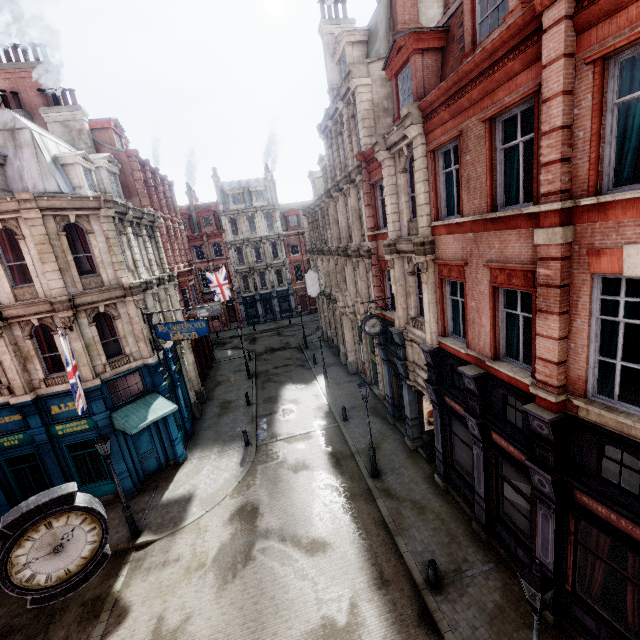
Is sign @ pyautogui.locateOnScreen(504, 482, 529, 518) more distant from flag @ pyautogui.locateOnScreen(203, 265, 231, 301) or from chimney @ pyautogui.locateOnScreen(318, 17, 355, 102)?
flag @ pyautogui.locateOnScreen(203, 265, 231, 301)

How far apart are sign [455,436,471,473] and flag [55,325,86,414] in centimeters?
1315cm

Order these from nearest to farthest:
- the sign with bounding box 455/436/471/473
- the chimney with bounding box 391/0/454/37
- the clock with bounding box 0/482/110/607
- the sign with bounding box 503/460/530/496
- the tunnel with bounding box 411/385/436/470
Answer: the clock with bounding box 0/482/110/607, the sign with bounding box 503/460/530/496, the sign with bounding box 455/436/471/473, the chimney with bounding box 391/0/454/37, the tunnel with bounding box 411/385/436/470

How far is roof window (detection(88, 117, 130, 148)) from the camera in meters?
21.5 m

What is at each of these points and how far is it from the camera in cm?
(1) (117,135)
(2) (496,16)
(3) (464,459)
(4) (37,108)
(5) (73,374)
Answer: (1) roof window, 2305
(2) roof window, 861
(3) sign, 1190
(4) chimney, 1930
(5) flag, 1147

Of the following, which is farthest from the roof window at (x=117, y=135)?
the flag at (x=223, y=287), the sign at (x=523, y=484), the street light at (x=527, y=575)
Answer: the street light at (x=527, y=575)

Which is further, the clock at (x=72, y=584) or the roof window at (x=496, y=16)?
the roof window at (x=496, y=16)

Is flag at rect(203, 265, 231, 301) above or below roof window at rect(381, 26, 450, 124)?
below
